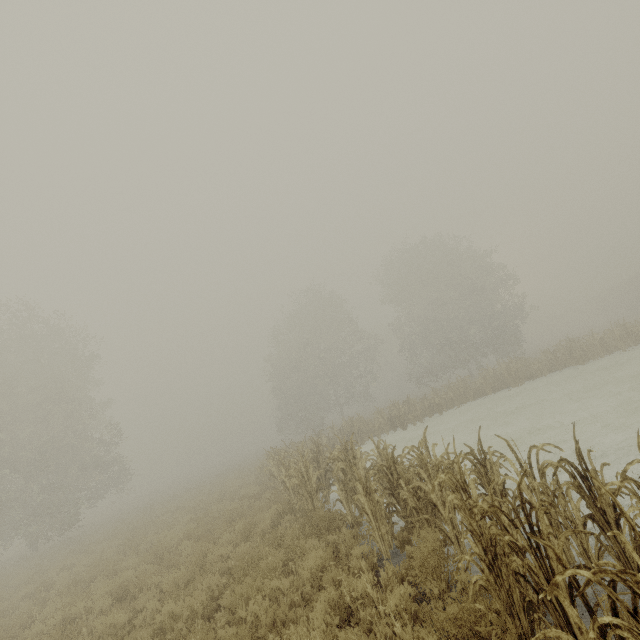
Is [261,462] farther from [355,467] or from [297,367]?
[297,367]

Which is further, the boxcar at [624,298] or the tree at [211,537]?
the boxcar at [624,298]

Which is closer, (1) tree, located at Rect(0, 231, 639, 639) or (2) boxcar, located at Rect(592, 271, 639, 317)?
(1) tree, located at Rect(0, 231, 639, 639)
